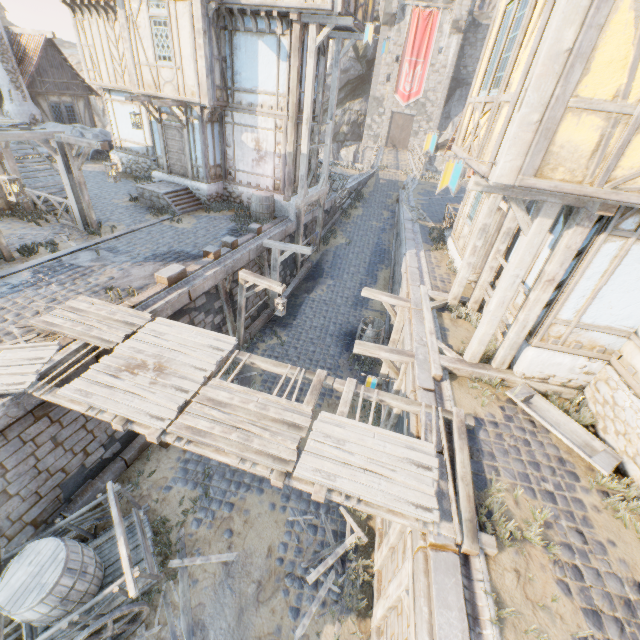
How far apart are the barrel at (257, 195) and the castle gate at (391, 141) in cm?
3513

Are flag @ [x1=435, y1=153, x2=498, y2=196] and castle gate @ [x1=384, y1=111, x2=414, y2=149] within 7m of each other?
no

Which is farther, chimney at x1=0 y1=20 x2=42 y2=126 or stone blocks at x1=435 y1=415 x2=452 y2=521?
chimney at x1=0 y1=20 x2=42 y2=126

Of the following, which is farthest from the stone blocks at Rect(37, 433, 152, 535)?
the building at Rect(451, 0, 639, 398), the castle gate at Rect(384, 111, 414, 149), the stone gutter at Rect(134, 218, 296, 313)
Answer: the castle gate at Rect(384, 111, 414, 149)

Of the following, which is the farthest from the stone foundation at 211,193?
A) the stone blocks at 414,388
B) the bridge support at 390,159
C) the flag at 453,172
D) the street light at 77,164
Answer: the bridge support at 390,159

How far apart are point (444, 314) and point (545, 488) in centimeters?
500cm

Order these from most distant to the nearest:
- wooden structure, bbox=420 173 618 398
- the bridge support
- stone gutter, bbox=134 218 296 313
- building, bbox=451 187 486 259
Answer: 1. the bridge support
2. building, bbox=451 187 486 259
3. stone gutter, bbox=134 218 296 313
4. wooden structure, bbox=420 173 618 398

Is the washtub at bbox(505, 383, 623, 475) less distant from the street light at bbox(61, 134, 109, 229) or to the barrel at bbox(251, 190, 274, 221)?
the barrel at bbox(251, 190, 274, 221)
